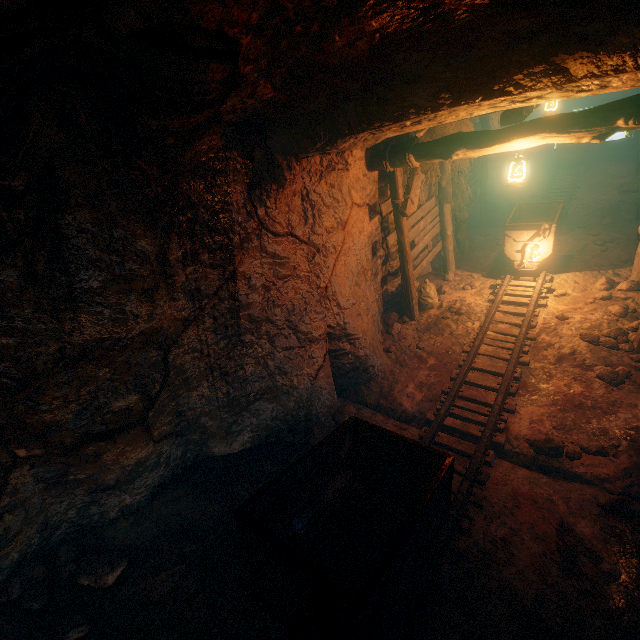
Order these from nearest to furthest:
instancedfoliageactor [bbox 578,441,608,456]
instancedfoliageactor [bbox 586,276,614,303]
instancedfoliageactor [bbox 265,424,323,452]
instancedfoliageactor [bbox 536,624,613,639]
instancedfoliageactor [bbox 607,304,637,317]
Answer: instancedfoliageactor [bbox 536,624,613,639], instancedfoliageactor [bbox 578,441,608,456], instancedfoliageactor [bbox 265,424,323,452], instancedfoliageactor [bbox 607,304,637,317], instancedfoliageactor [bbox 586,276,614,303]

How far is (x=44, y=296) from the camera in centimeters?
270cm

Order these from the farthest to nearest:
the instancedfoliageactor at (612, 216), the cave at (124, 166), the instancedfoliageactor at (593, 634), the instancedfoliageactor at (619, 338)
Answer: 1. the instancedfoliageactor at (612, 216)
2. the instancedfoliageactor at (619, 338)
3. the instancedfoliageactor at (593, 634)
4. the cave at (124, 166)

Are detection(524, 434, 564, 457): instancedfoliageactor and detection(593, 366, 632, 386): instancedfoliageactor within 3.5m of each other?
yes

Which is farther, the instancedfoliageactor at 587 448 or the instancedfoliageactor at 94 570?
the instancedfoliageactor at 587 448

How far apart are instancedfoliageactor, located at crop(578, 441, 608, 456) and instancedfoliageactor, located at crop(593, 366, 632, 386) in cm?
138

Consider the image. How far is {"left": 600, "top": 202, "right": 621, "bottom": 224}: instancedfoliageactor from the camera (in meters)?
→ 9.49

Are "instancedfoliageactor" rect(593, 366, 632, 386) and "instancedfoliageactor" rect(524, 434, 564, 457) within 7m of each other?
yes
